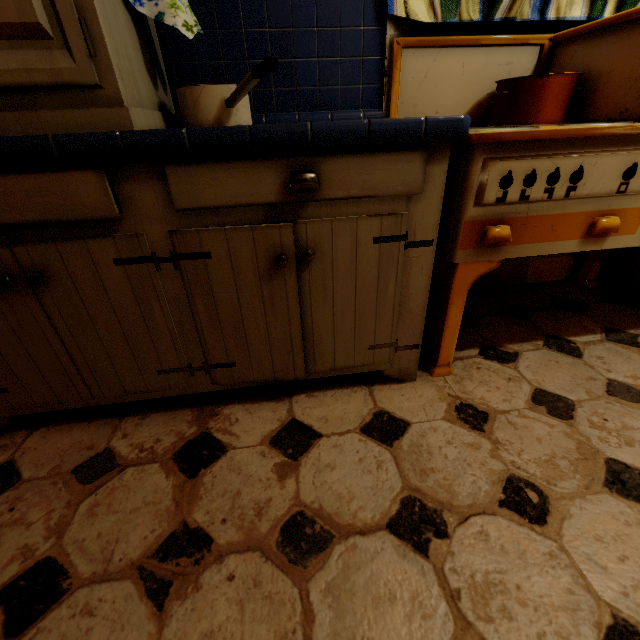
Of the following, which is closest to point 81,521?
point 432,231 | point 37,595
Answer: point 37,595

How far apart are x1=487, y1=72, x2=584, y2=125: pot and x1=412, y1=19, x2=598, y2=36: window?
0.2m

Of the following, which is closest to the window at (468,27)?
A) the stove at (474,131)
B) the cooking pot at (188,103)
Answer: the stove at (474,131)

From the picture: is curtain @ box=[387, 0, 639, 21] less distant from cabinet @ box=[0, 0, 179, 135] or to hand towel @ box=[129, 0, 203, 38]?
cabinet @ box=[0, 0, 179, 135]

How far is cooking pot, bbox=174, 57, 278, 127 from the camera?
0.80m

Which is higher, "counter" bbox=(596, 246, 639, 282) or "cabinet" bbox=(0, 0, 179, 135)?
"cabinet" bbox=(0, 0, 179, 135)

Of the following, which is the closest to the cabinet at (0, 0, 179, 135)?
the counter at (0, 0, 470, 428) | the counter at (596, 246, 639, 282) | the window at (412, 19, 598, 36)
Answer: the counter at (0, 0, 470, 428)

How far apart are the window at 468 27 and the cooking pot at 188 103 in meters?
0.7 m
